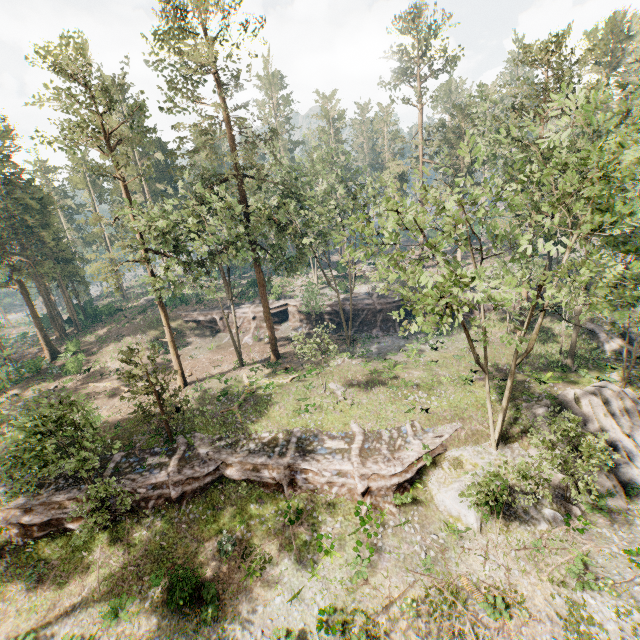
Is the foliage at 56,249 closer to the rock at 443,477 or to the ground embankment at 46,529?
the ground embankment at 46,529

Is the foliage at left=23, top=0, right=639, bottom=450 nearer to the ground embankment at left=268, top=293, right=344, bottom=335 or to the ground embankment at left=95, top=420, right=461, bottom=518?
the ground embankment at left=95, top=420, right=461, bottom=518

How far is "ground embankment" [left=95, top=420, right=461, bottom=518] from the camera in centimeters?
2000cm

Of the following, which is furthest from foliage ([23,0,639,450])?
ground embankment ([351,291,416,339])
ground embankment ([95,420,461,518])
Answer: ground embankment ([351,291,416,339])

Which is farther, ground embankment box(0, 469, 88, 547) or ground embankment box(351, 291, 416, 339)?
ground embankment box(351, 291, 416, 339)

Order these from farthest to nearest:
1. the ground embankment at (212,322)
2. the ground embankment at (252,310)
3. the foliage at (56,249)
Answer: the ground embankment at (212,322) → the ground embankment at (252,310) → the foliage at (56,249)

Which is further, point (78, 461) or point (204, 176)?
point (204, 176)

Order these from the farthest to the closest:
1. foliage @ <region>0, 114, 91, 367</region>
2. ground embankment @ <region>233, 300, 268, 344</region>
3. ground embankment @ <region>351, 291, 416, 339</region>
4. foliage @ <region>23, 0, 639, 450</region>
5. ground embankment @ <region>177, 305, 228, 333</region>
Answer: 1. ground embankment @ <region>177, 305, 228, 333</region>
2. ground embankment @ <region>233, 300, 268, 344</region>
3. ground embankment @ <region>351, 291, 416, 339</region>
4. foliage @ <region>0, 114, 91, 367</region>
5. foliage @ <region>23, 0, 639, 450</region>
